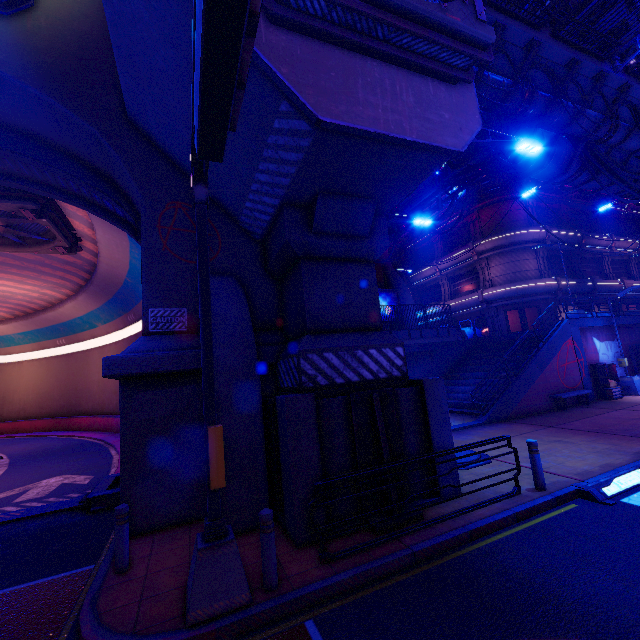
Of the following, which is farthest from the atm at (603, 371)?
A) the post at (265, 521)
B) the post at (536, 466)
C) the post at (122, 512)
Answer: the post at (122, 512)

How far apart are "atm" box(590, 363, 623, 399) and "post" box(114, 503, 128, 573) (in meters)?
22.51

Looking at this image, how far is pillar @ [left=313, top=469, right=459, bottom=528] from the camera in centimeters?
611cm

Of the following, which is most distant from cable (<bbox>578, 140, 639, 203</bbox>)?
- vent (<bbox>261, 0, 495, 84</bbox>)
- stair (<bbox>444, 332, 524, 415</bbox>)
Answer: stair (<bbox>444, 332, 524, 415</bbox>)

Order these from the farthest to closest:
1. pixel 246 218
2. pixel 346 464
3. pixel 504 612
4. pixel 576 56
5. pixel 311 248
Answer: pixel 576 56, pixel 246 218, pixel 311 248, pixel 346 464, pixel 504 612

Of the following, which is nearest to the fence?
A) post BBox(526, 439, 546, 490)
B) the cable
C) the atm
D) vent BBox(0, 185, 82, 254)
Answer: the atm

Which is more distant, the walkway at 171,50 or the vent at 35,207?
the vent at 35,207

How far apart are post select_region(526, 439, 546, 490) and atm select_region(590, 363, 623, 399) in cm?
1474
